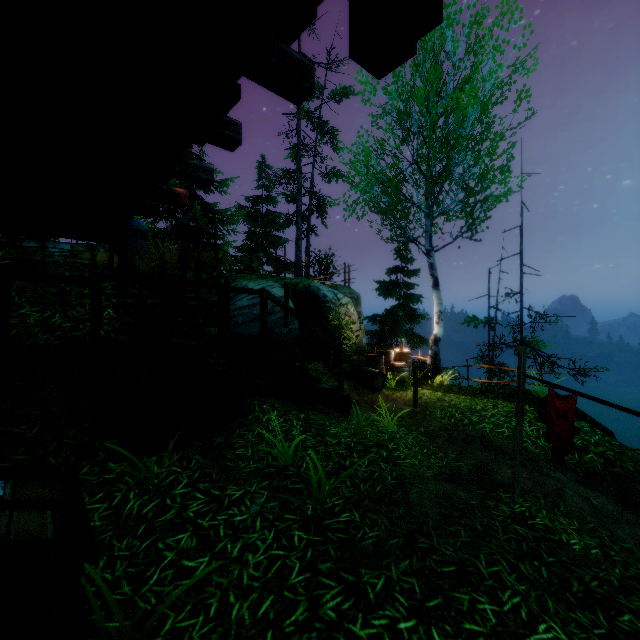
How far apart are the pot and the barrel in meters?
10.0 m

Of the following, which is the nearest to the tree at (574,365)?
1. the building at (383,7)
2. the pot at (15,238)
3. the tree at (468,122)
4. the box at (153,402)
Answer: the tree at (468,122)

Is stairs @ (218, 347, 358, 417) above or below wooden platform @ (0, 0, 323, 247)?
Answer: below

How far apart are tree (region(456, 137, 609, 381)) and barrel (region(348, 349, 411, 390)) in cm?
458

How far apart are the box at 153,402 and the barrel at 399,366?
7.18m

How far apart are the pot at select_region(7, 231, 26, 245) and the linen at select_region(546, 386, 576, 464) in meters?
11.5

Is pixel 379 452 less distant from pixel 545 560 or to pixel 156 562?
pixel 545 560

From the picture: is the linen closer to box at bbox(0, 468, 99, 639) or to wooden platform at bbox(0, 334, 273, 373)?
wooden platform at bbox(0, 334, 273, 373)
